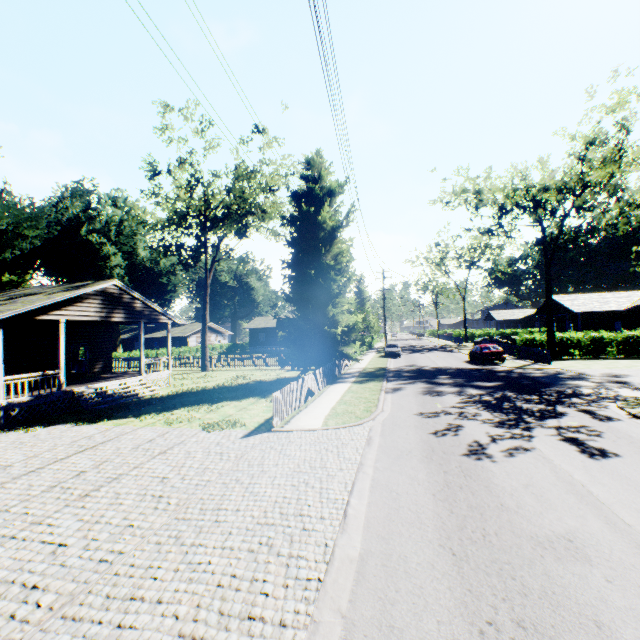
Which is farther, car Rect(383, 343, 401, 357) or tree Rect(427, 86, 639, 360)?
car Rect(383, 343, 401, 357)

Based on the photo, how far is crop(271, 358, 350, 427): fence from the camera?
11.7 meters

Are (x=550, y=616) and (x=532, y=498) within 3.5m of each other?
yes

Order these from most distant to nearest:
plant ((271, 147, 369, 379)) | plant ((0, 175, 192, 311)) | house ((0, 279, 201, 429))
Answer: plant ((0, 175, 192, 311)) → plant ((271, 147, 369, 379)) → house ((0, 279, 201, 429))

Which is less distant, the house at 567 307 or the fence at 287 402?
the fence at 287 402

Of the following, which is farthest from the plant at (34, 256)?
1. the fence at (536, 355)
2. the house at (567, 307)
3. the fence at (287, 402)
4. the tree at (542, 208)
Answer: the house at (567, 307)

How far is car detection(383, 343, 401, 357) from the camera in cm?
3659

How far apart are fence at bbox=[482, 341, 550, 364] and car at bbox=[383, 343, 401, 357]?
10.91m
